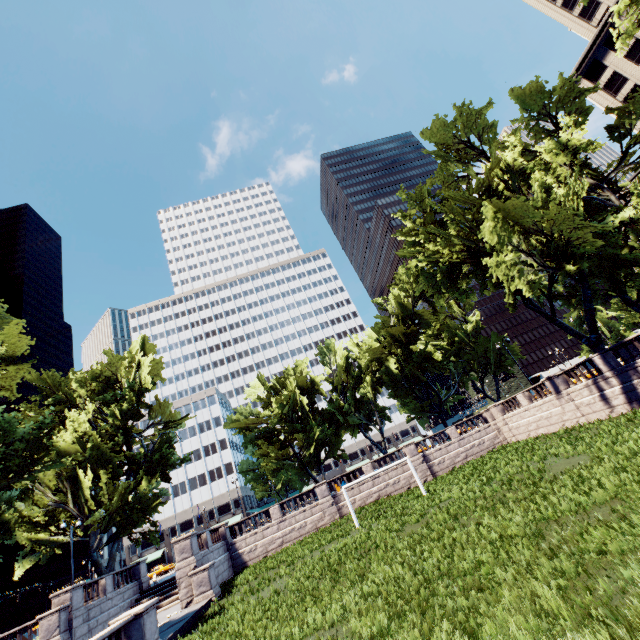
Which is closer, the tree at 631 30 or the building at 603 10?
the tree at 631 30

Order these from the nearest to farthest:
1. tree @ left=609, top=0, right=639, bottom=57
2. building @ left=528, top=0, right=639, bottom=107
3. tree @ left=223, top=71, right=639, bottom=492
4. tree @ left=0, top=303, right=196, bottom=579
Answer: tree @ left=609, top=0, right=639, bottom=57 → tree @ left=0, top=303, right=196, bottom=579 → tree @ left=223, top=71, right=639, bottom=492 → building @ left=528, top=0, right=639, bottom=107

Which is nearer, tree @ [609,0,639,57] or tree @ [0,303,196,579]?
tree @ [609,0,639,57]

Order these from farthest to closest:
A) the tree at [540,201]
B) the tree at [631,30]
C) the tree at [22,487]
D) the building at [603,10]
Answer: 1. the building at [603,10]
2. the tree at [540,201]
3. the tree at [22,487]
4. the tree at [631,30]

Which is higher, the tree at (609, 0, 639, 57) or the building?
the building

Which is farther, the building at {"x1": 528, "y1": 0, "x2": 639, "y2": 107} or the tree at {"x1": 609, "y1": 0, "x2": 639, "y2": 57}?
the building at {"x1": 528, "y1": 0, "x2": 639, "y2": 107}

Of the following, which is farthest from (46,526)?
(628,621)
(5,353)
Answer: (628,621)
